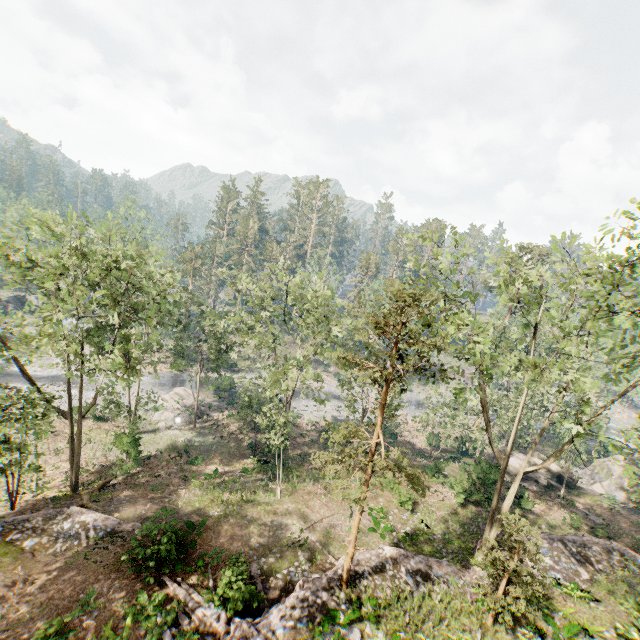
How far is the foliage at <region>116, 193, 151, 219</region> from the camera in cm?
4122

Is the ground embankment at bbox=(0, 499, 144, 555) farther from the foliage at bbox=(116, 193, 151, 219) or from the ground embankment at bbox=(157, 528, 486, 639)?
the ground embankment at bbox=(157, 528, 486, 639)

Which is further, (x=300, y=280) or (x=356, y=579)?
(x=300, y=280)

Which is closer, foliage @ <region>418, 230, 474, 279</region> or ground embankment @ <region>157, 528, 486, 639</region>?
ground embankment @ <region>157, 528, 486, 639</region>

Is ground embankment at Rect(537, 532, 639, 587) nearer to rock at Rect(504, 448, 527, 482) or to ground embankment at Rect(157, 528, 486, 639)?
rock at Rect(504, 448, 527, 482)

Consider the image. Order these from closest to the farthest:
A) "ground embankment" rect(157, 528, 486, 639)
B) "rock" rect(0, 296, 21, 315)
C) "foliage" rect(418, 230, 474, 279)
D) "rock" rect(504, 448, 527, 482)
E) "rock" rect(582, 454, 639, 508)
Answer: "ground embankment" rect(157, 528, 486, 639)
"foliage" rect(418, 230, 474, 279)
"rock" rect(582, 454, 639, 508)
"rock" rect(504, 448, 527, 482)
"rock" rect(0, 296, 21, 315)

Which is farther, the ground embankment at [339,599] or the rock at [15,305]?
the rock at [15,305]

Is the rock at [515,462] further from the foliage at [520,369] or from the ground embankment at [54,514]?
the ground embankment at [54,514]
